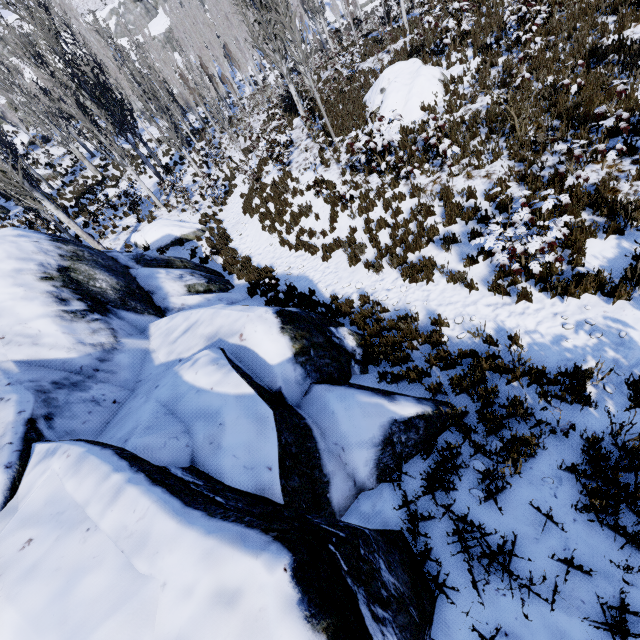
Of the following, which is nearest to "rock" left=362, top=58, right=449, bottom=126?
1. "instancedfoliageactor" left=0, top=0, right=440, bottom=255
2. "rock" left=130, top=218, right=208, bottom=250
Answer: "instancedfoliageactor" left=0, top=0, right=440, bottom=255

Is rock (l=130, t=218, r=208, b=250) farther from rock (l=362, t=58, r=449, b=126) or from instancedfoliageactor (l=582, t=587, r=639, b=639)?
rock (l=362, t=58, r=449, b=126)

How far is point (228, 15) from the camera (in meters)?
58.38

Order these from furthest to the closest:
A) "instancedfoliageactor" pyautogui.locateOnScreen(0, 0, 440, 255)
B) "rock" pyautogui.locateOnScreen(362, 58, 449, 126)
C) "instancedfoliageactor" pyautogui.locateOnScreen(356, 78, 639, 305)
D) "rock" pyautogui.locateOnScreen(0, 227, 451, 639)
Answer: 1. "instancedfoliageactor" pyautogui.locateOnScreen(0, 0, 440, 255)
2. "rock" pyautogui.locateOnScreen(362, 58, 449, 126)
3. "instancedfoliageactor" pyautogui.locateOnScreen(356, 78, 639, 305)
4. "rock" pyautogui.locateOnScreen(0, 227, 451, 639)

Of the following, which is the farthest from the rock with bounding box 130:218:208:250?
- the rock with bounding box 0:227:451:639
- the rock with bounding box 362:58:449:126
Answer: the rock with bounding box 362:58:449:126

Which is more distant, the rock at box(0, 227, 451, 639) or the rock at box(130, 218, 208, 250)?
the rock at box(130, 218, 208, 250)

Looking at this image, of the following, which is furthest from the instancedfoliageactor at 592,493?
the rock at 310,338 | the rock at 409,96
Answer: the rock at 409,96
